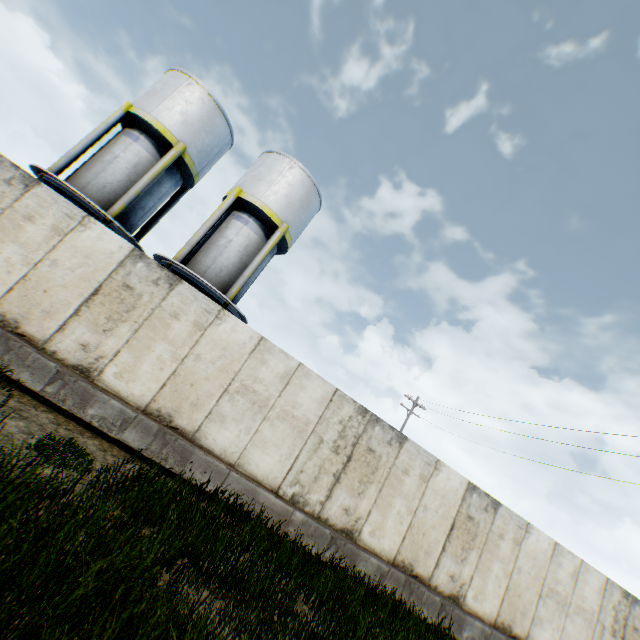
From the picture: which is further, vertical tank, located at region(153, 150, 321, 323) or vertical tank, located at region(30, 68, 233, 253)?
vertical tank, located at region(153, 150, 321, 323)

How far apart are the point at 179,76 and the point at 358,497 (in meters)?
18.56

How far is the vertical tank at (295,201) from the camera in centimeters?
1401cm

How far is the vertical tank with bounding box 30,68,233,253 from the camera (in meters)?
13.16

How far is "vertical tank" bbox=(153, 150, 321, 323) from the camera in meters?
14.0 m

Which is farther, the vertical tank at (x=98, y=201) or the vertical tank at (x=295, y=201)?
the vertical tank at (x=295, y=201)
